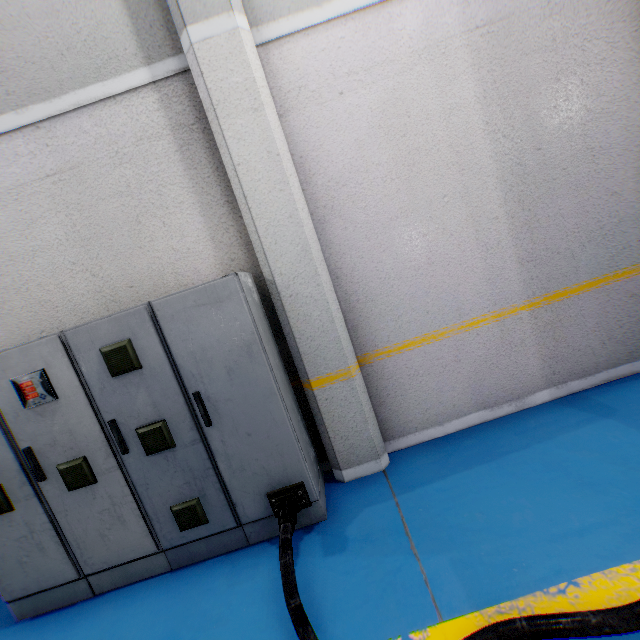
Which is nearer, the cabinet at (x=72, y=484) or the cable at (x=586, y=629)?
the cable at (x=586, y=629)

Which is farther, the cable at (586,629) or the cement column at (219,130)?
the cement column at (219,130)

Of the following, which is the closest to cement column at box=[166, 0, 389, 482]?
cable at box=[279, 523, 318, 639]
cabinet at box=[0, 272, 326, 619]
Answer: cabinet at box=[0, 272, 326, 619]

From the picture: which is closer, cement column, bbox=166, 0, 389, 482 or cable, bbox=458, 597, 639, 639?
cable, bbox=458, 597, 639, 639

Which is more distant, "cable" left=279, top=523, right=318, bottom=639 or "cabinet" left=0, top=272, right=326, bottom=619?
"cabinet" left=0, top=272, right=326, bottom=619

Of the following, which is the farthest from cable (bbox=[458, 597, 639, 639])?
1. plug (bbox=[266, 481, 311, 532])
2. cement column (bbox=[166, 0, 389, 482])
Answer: cement column (bbox=[166, 0, 389, 482])

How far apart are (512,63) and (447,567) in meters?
4.0
